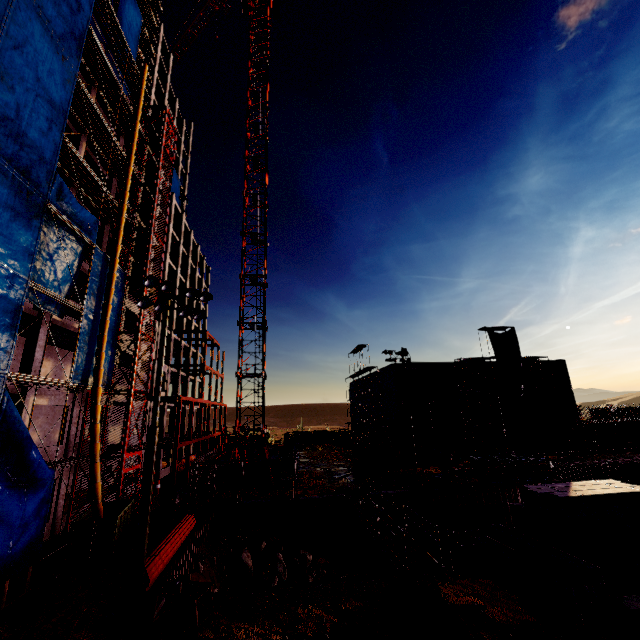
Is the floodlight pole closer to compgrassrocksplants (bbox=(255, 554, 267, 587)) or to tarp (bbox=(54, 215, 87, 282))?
tarp (bbox=(54, 215, 87, 282))

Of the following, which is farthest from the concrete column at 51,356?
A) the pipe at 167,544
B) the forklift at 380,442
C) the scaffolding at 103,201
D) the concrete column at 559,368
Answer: the concrete column at 559,368

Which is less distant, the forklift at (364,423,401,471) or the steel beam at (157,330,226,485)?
the steel beam at (157,330,226,485)

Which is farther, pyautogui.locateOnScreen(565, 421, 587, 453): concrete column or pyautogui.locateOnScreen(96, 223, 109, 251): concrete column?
pyautogui.locateOnScreen(565, 421, 587, 453): concrete column

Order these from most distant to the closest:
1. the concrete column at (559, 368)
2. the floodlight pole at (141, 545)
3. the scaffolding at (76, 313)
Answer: the concrete column at (559, 368) → the scaffolding at (76, 313) → the floodlight pole at (141, 545)

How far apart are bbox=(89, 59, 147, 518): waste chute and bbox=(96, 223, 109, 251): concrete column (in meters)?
2.16

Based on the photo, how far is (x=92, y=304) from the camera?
18.5 meters

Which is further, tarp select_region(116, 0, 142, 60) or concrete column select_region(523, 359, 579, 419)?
concrete column select_region(523, 359, 579, 419)
